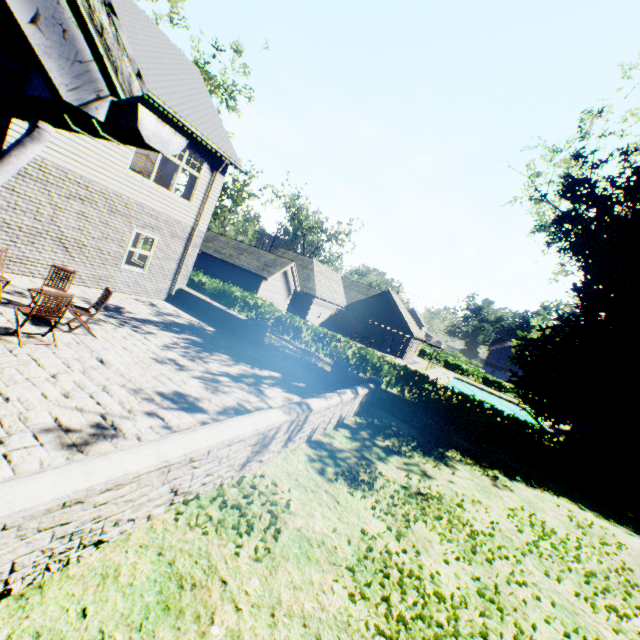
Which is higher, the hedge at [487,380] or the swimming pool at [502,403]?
the hedge at [487,380]

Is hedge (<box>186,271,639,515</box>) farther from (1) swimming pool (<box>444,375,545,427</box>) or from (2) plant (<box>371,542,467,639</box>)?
(1) swimming pool (<box>444,375,545,427</box>)

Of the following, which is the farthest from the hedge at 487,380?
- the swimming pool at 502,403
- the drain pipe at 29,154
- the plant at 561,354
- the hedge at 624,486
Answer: the drain pipe at 29,154

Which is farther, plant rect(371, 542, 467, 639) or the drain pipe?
plant rect(371, 542, 467, 639)

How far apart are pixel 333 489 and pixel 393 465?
2.4 meters

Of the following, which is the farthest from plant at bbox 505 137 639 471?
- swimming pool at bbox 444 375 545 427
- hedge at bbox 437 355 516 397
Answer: swimming pool at bbox 444 375 545 427

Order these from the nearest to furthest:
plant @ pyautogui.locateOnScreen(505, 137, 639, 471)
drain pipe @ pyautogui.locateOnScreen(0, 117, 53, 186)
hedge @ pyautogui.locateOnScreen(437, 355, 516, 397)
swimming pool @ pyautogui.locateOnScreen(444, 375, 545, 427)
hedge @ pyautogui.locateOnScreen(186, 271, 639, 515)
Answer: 1. drain pipe @ pyautogui.locateOnScreen(0, 117, 53, 186)
2. hedge @ pyautogui.locateOnScreen(186, 271, 639, 515)
3. plant @ pyautogui.locateOnScreen(505, 137, 639, 471)
4. swimming pool @ pyautogui.locateOnScreen(444, 375, 545, 427)
5. hedge @ pyautogui.locateOnScreen(437, 355, 516, 397)

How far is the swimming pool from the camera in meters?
39.5
